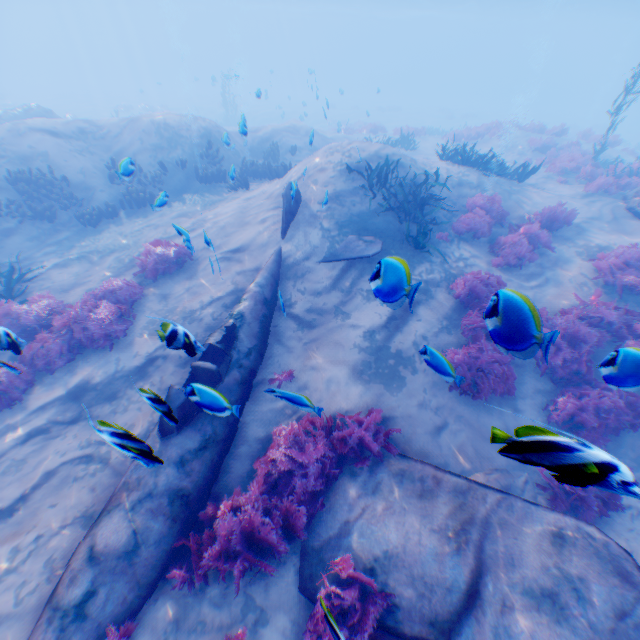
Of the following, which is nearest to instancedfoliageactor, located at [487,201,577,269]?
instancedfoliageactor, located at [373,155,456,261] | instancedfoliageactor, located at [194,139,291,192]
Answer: instancedfoliageactor, located at [373,155,456,261]

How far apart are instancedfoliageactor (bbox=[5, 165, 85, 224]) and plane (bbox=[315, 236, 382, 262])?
9.9m

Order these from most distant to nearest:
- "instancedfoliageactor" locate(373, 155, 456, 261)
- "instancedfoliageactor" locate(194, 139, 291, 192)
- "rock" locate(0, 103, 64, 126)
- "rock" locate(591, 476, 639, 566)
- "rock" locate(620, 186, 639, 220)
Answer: "rock" locate(0, 103, 64, 126) → "instancedfoliageactor" locate(194, 139, 291, 192) → "rock" locate(620, 186, 639, 220) → "instancedfoliageactor" locate(373, 155, 456, 261) → "rock" locate(591, 476, 639, 566)

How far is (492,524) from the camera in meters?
4.5

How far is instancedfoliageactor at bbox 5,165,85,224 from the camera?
11.24m

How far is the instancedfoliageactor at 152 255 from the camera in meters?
8.8

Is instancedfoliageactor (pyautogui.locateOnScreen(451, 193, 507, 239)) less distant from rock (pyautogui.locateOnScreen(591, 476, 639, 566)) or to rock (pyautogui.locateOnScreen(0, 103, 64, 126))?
rock (pyautogui.locateOnScreen(591, 476, 639, 566))

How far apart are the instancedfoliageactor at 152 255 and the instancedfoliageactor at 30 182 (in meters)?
5.09
